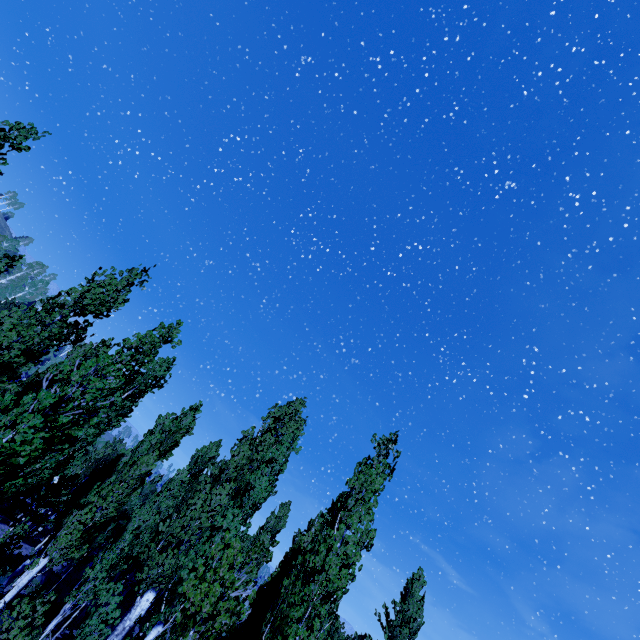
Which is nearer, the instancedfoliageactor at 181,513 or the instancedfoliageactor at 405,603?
the instancedfoliageactor at 181,513

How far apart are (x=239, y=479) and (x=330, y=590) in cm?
884

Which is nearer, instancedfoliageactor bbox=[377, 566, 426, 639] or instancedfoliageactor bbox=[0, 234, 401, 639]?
instancedfoliageactor bbox=[0, 234, 401, 639]

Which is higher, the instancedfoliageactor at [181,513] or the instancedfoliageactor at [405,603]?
the instancedfoliageactor at [405,603]

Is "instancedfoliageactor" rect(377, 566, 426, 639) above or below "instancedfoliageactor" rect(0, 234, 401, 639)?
above
